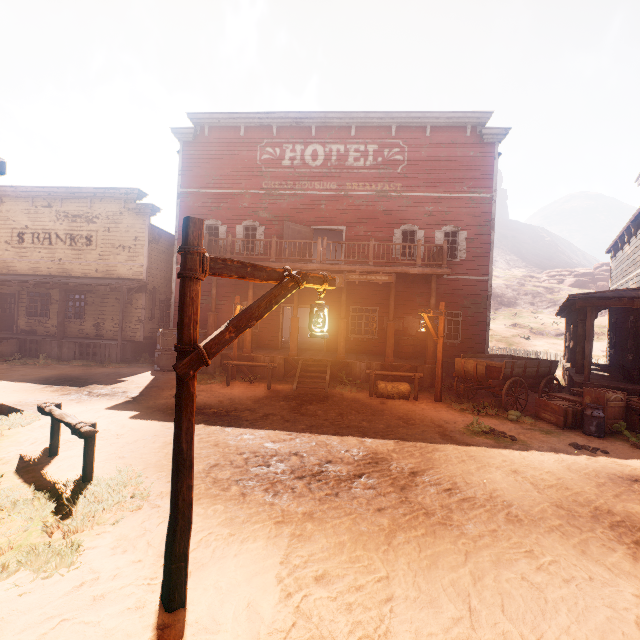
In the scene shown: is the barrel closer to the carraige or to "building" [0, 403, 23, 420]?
"building" [0, 403, 23, 420]

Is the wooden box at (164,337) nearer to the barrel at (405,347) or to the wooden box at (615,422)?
the barrel at (405,347)

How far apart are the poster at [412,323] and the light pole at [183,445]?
12.5 meters

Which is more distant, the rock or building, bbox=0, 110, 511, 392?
the rock

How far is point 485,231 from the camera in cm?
1552

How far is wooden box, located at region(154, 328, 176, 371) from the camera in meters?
14.0 m

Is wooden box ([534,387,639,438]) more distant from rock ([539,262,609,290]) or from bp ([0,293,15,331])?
rock ([539,262,609,290])

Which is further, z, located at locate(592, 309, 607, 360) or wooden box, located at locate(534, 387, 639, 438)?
z, located at locate(592, 309, 607, 360)
